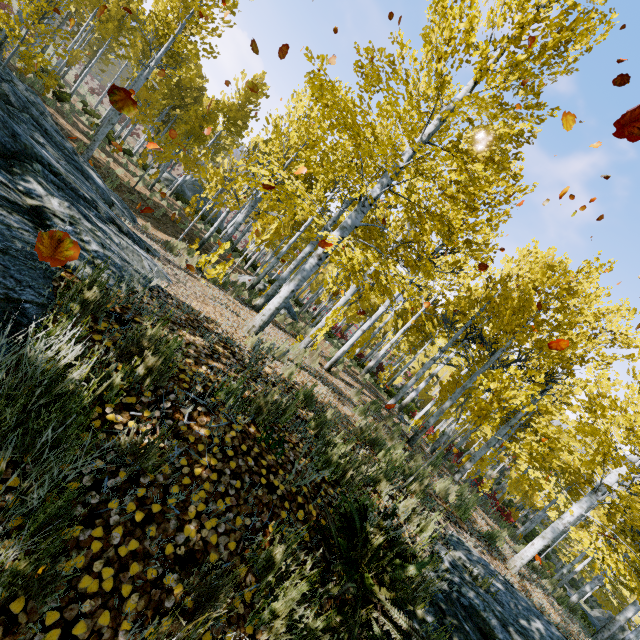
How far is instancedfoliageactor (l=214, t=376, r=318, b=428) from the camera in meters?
2.9

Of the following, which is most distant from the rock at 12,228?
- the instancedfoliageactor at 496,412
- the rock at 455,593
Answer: the rock at 455,593

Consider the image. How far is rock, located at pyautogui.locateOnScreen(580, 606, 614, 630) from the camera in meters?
23.7 m

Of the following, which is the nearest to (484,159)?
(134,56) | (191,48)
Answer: (191,48)

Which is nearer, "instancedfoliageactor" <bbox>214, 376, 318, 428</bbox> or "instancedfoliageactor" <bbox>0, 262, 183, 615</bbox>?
"instancedfoliageactor" <bbox>0, 262, 183, 615</bbox>

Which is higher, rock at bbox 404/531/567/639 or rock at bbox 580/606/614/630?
rock at bbox 404/531/567/639

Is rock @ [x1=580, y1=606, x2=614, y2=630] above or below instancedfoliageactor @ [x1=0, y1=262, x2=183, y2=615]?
below

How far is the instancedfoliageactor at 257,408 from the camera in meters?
2.9 m
